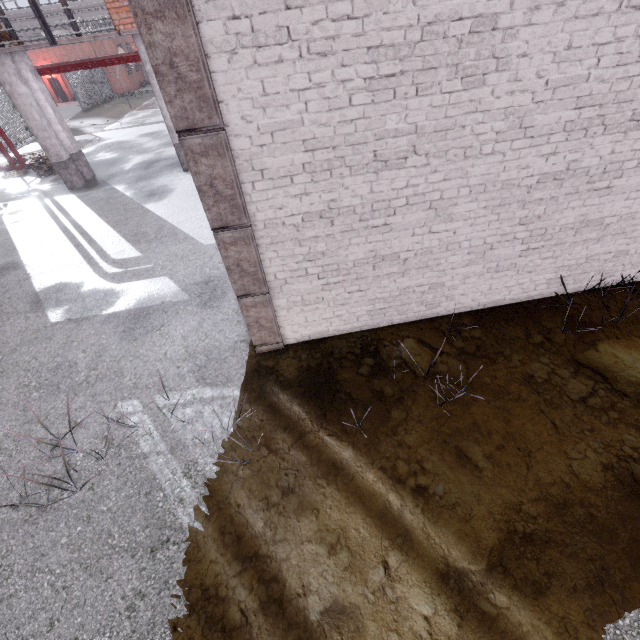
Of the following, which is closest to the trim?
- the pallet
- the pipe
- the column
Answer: the pipe

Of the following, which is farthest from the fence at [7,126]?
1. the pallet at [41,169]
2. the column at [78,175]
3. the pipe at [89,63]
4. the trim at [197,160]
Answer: the trim at [197,160]

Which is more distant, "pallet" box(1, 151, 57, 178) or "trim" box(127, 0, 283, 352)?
"pallet" box(1, 151, 57, 178)

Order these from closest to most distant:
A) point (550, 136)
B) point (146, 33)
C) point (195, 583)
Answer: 1. point (146, 33)
2. point (195, 583)
3. point (550, 136)

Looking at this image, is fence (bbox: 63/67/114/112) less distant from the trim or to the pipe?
the pipe

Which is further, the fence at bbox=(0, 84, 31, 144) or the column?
the fence at bbox=(0, 84, 31, 144)

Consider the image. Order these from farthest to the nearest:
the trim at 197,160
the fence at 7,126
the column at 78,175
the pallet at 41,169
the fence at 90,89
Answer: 1. the fence at 90,89
2. the fence at 7,126
3. the pallet at 41,169
4. the column at 78,175
5. the trim at 197,160
